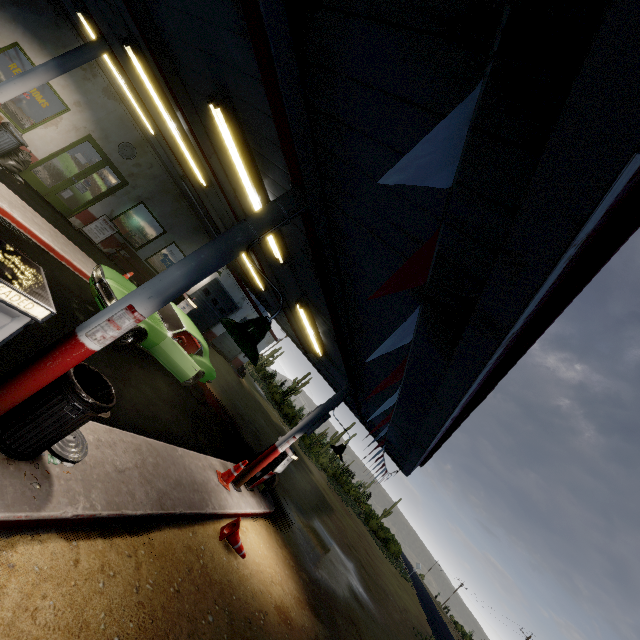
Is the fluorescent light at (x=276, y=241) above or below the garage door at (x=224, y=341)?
above

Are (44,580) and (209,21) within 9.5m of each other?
yes

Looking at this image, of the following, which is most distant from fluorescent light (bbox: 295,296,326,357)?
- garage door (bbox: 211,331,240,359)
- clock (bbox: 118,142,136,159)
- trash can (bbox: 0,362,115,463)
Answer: garage door (bbox: 211,331,240,359)

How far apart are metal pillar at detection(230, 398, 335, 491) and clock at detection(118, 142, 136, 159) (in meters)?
11.21

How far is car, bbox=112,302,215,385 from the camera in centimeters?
827cm

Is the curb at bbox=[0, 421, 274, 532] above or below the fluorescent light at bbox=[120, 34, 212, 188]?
below

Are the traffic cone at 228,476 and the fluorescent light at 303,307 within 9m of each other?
yes

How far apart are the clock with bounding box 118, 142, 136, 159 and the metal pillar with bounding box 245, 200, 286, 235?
11.3 meters
